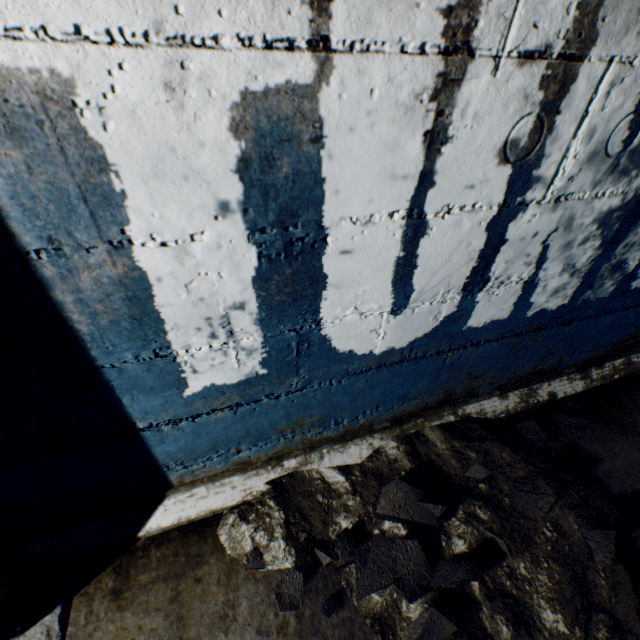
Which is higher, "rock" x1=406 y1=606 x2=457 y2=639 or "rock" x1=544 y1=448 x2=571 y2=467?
"rock" x1=406 y1=606 x2=457 y2=639

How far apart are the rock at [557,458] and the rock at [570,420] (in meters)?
0.19

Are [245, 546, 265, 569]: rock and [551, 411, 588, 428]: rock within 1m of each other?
no

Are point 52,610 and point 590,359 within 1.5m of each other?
no

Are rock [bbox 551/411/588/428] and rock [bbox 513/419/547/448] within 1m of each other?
yes

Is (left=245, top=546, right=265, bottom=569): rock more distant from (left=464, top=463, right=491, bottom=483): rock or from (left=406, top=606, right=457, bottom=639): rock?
(left=464, top=463, right=491, bottom=483): rock

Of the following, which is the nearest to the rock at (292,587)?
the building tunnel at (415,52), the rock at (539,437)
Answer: the building tunnel at (415,52)

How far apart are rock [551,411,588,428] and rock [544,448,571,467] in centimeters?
19cm
